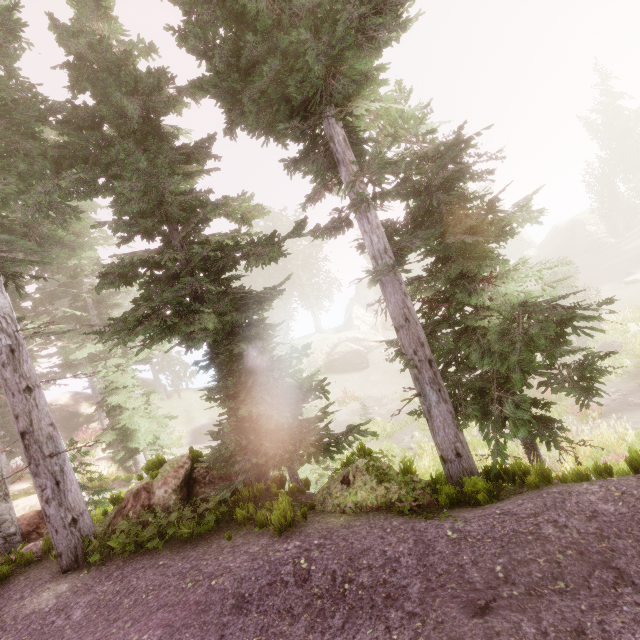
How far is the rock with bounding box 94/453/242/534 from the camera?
6.8 meters

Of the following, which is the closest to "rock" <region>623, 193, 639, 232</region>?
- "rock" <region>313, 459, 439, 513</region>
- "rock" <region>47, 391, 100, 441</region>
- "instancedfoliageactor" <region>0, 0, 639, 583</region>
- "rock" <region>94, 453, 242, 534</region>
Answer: "instancedfoliageactor" <region>0, 0, 639, 583</region>

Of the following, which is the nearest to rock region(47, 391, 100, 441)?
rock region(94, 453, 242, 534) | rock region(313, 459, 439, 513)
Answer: rock region(94, 453, 242, 534)

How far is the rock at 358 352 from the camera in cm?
3853

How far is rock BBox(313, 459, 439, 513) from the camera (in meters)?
5.64

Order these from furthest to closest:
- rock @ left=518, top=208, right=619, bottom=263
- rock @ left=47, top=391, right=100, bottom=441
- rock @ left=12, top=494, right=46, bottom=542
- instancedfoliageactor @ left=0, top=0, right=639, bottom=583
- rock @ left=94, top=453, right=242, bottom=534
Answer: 1. rock @ left=518, top=208, right=619, bottom=263
2. rock @ left=47, top=391, right=100, bottom=441
3. rock @ left=12, top=494, right=46, bottom=542
4. rock @ left=94, top=453, right=242, bottom=534
5. instancedfoliageactor @ left=0, top=0, right=639, bottom=583

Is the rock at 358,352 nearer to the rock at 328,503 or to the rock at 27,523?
the rock at 27,523

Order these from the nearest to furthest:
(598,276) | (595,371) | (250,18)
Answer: (250,18), (595,371), (598,276)
